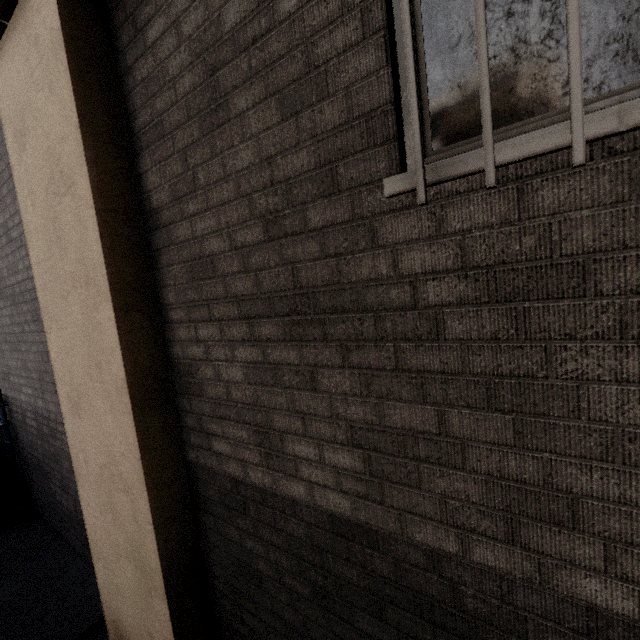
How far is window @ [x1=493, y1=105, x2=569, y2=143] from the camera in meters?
1.0 m

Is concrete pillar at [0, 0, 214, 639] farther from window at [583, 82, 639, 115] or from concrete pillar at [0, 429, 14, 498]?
window at [583, 82, 639, 115]

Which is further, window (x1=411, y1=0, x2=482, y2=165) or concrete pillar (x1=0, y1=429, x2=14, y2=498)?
concrete pillar (x1=0, y1=429, x2=14, y2=498)

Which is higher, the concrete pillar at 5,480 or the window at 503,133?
the window at 503,133

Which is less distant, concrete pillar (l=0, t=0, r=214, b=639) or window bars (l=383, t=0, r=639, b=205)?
window bars (l=383, t=0, r=639, b=205)

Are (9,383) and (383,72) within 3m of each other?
no

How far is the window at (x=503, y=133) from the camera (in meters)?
0.98
